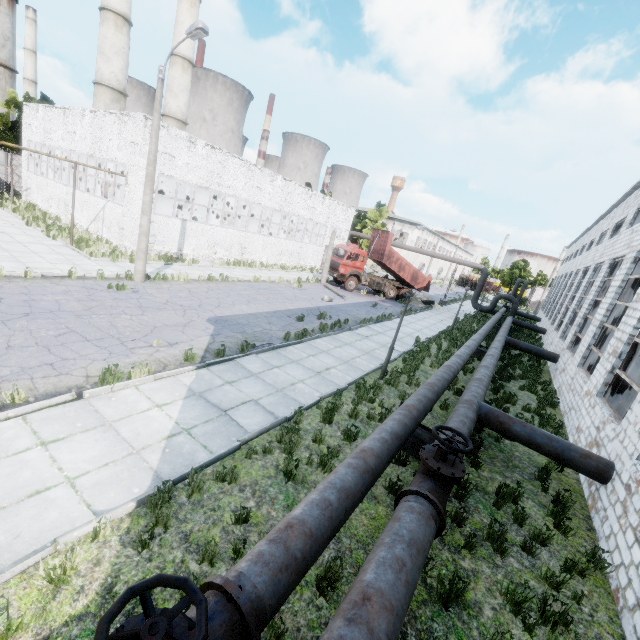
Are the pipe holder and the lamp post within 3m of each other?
no

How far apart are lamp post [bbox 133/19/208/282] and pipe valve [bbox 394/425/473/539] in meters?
14.3

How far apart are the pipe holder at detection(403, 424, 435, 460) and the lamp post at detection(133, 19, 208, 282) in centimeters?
1325cm

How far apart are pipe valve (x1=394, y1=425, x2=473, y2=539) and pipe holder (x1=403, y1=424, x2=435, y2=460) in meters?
1.1 m

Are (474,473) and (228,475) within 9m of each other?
yes

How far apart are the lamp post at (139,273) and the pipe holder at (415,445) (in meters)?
13.25

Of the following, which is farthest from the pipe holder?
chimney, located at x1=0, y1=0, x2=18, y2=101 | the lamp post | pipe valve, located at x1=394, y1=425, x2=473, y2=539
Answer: chimney, located at x1=0, y1=0, x2=18, y2=101

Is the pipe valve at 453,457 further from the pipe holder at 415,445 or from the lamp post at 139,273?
the lamp post at 139,273
